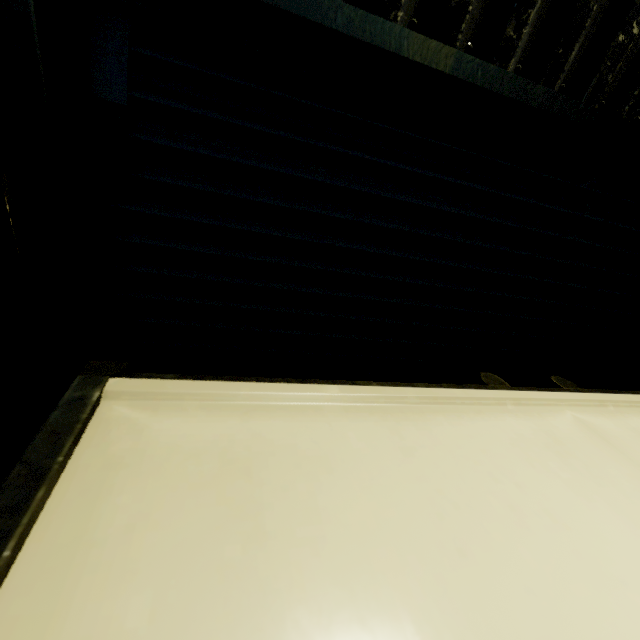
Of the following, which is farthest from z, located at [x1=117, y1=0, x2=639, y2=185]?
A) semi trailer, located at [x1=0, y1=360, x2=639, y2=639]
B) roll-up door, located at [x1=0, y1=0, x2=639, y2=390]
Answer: semi trailer, located at [x1=0, y1=360, x2=639, y2=639]

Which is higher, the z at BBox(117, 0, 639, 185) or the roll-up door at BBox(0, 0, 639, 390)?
the z at BBox(117, 0, 639, 185)

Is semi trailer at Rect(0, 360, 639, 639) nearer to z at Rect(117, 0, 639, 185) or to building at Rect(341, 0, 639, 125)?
building at Rect(341, 0, 639, 125)

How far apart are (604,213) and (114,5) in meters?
1.9 m

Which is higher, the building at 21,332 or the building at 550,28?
the building at 550,28

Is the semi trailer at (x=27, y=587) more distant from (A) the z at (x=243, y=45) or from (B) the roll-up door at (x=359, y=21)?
(A) the z at (x=243, y=45)

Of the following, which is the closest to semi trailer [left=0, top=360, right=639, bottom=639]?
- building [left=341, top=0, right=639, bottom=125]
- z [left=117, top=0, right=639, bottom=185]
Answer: building [left=341, top=0, right=639, bottom=125]
